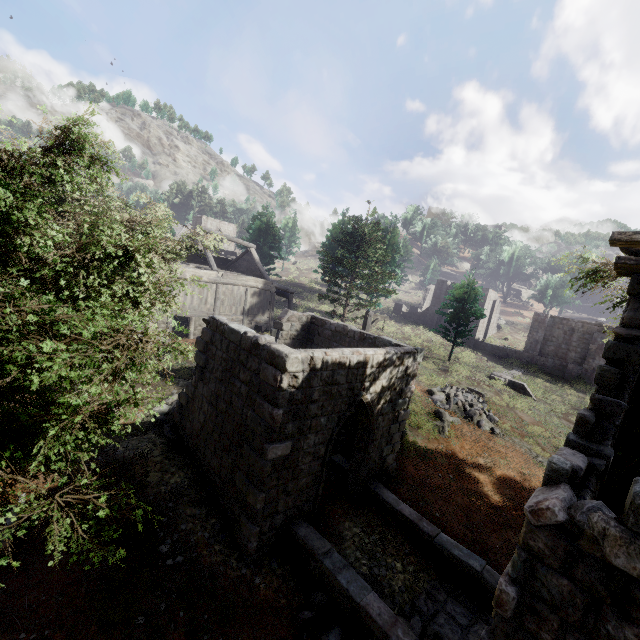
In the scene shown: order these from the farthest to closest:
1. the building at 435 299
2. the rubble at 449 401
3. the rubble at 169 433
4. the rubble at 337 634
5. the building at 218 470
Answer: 1. the building at 435 299
2. the rubble at 449 401
3. the rubble at 169 433
4. the rubble at 337 634
5. the building at 218 470

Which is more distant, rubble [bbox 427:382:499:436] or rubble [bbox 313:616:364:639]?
rubble [bbox 427:382:499:436]

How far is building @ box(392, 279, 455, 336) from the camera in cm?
3872

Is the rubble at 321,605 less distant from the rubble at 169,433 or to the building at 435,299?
the rubble at 169,433

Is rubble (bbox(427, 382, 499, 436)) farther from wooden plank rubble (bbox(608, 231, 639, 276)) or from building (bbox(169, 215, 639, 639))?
wooden plank rubble (bbox(608, 231, 639, 276))

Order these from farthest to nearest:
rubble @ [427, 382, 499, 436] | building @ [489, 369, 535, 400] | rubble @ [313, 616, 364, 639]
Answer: building @ [489, 369, 535, 400] < rubble @ [427, 382, 499, 436] < rubble @ [313, 616, 364, 639]

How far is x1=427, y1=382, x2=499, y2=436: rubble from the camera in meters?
17.7 m

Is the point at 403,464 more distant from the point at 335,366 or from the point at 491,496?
the point at 335,366
